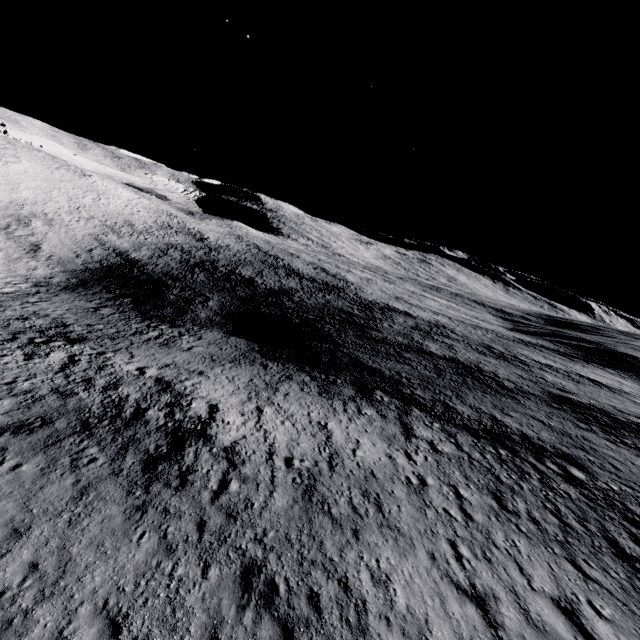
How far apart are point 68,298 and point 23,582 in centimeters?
4462cm
